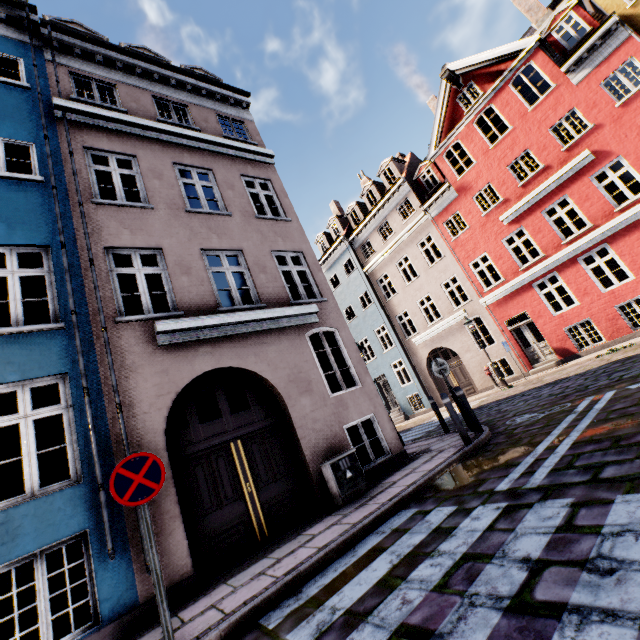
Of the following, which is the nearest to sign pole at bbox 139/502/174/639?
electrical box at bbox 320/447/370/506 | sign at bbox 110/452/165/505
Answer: sign at bbox 110/452/165/505

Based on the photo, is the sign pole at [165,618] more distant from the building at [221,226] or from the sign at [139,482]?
the building at [221,226]

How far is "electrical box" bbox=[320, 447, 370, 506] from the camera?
6.2m

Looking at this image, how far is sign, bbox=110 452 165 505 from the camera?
3.46m

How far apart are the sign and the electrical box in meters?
3.4

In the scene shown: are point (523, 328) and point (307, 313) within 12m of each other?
no

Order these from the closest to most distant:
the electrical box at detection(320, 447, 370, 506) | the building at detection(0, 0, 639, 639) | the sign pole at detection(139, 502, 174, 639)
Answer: the sign pole at detection(139, 502, 174, 639) < the building at detection(0, 0, 639, 639) < the electrical box at detection(320, 447, 370, 506)

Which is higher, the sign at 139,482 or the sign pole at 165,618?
the sign at 139,482
